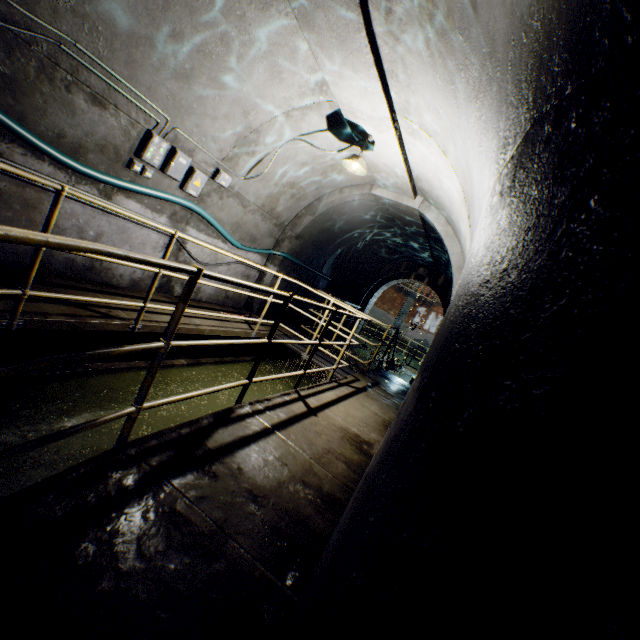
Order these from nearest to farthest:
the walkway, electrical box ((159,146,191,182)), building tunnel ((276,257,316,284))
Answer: the walkway < electrical box ((159,146,191,182)) < building tunnel ((276,257,316,284))

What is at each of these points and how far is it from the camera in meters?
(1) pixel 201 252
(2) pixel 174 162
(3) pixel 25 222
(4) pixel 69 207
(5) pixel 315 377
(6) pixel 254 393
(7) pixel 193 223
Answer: (1) building tunnel, 6.1 m
(2) electrical box, 4.6 m
(3) building tunnel, 3.7 m
(4) building tunnel, 4.0 m
(5) building tunnel, 8.9 m
(6) building tunnel, 6.1 m
(7) building tunnel, 5.6 m

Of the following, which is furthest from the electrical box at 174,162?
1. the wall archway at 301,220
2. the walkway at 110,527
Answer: the wall archway at 301,220

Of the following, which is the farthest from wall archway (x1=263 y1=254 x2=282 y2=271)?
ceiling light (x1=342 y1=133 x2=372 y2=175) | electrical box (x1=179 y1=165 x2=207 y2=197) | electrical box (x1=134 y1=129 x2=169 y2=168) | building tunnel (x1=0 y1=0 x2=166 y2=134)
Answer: electrical box (x1=134 y1=129 x2=169 y2=168)

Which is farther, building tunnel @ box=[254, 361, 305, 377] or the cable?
building tunnel @ box=[254, 361, 305, 377]

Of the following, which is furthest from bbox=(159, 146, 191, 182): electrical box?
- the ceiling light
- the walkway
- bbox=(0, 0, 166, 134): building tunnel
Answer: the ceiling light

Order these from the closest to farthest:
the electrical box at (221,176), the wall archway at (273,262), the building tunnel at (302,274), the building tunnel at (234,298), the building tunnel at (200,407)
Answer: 1. the building tunnel at (200,407)
2. the electrical box at (221,176)
3. the building tunnel at (234,298)
4. the wall archway at (273,262)
5. the building tunnel at (302,274)

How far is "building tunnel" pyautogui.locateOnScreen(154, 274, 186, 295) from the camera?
5.6 meters
